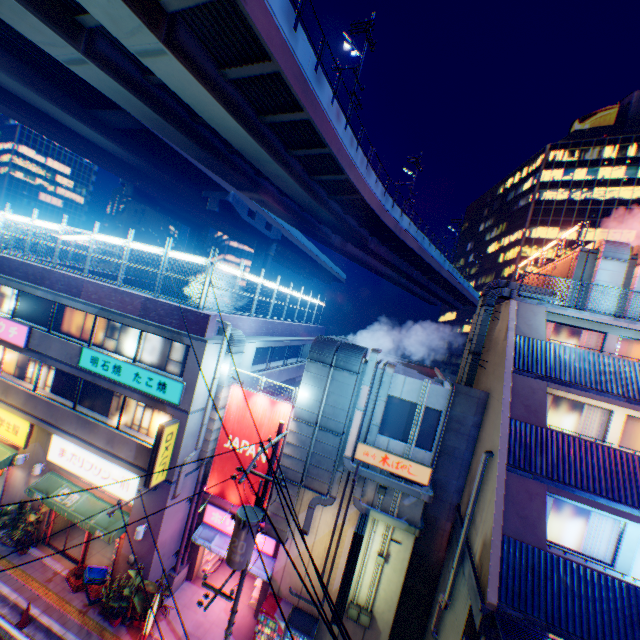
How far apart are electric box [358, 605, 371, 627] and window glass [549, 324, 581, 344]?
14.0 meters

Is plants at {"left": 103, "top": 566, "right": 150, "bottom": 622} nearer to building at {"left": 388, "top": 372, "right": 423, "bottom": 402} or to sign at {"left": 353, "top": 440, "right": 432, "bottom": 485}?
building at {"left": 388, "top": 372, "right": 423, "bottom": 402}

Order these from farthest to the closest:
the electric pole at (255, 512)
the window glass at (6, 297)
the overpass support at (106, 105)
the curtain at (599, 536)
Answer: the overpass support at (106, 105) < the window glass at (6, 297) < the curtain at (599, 536) < the electric pole at (255, 512)

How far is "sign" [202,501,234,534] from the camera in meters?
14.8

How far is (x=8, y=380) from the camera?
16.28m

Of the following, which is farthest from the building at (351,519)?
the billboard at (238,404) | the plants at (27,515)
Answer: the plants at (27,515)

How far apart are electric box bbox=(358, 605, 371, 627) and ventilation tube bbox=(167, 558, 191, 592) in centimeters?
767cm

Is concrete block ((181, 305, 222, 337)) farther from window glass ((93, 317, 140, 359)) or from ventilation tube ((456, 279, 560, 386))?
ventilation tube ((456, 279, 560, 386))
